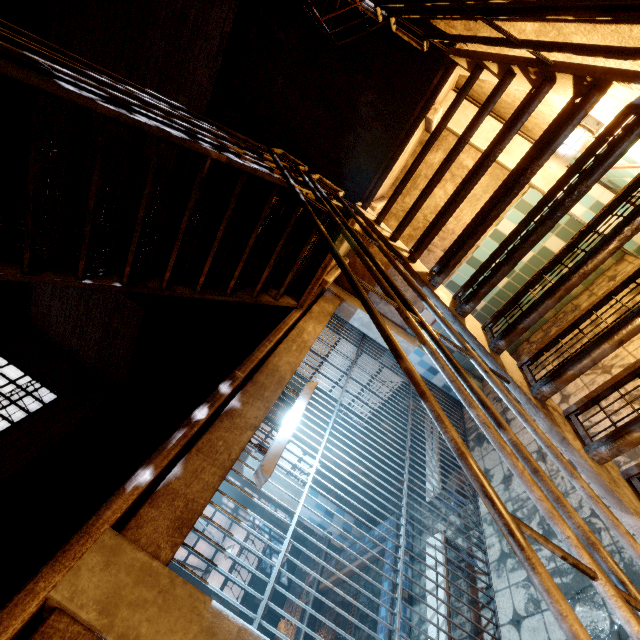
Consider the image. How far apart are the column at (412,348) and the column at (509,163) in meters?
2.5 m

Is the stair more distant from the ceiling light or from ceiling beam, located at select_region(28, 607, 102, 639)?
ceiling beam, located at select_region(28, 607, 102, 639)

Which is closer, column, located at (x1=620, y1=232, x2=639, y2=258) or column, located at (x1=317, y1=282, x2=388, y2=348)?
column, located at (x1=620, y1=232, x2=639, y2=258)

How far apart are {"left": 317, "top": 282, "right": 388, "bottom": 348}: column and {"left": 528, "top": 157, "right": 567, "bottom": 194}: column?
2.5m

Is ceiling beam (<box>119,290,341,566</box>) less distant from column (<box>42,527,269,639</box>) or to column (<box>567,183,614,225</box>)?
column (<box>42,527,269,639</box>)

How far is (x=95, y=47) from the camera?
4.99m

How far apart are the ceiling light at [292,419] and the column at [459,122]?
3.36m
